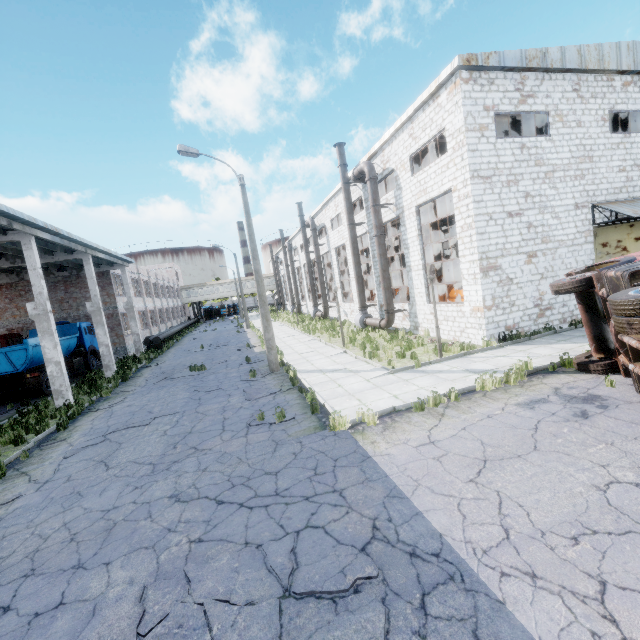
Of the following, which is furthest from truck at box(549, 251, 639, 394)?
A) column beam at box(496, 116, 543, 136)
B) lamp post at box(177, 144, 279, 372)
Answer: lamp post at box(177, 144, 279, 372)

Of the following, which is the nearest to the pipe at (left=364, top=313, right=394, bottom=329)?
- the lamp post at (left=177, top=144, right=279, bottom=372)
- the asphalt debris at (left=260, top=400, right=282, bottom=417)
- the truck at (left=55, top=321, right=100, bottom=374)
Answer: the lamp post at (left=177, top=144, right=279, bottom=372)

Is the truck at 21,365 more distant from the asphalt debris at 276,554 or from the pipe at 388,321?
the pipe at 388,321

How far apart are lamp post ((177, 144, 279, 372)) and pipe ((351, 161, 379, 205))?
7.4m

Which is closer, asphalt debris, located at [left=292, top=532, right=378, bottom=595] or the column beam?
asphalt debris, located at [left=292, top=532, right=378, bottom=595]

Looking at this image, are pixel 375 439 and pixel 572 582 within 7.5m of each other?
yes

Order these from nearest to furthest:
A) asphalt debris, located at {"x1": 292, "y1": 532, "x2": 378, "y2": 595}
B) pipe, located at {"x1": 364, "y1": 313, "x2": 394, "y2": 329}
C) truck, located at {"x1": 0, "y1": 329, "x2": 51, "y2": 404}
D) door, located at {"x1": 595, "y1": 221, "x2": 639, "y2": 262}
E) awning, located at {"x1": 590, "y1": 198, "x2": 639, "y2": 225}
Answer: asphalt debris, located at {"x1": 292, "y1": 532, "x2": 378, "y2": 595}
awning, located at {"x1": 590, "y1": 198, "x2": 639, "y2": 225}
door, located at {"x1": 595, "y1": 221, "x2": 639, "y2": 262}
truck, located at {"x1": 0, "y1": 329, "x2": 51, "y2": 404}
pipe, located at {"x1": 364, "y1": 313, "x2": 394, "y2": 329}

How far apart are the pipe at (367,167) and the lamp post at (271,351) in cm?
736
